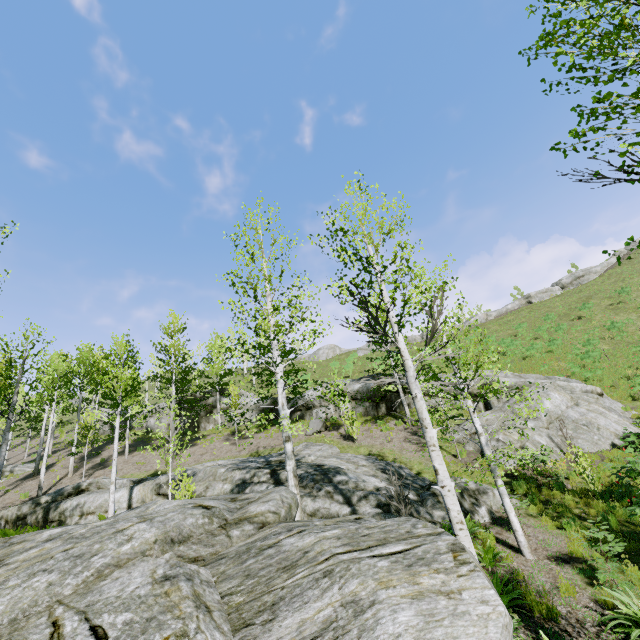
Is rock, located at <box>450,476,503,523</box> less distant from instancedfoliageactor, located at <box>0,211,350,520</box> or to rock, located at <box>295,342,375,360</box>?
instancedfoliageactor, located at <box>0,211,350,520</box>

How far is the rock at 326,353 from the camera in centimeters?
4875cm

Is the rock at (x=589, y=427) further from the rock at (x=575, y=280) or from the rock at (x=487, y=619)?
the rock at (x=575, y=280)

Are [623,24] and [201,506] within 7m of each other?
no

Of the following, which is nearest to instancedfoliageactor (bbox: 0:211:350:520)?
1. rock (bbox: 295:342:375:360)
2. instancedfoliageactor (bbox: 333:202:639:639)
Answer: instancedfoliageactor (bbox: 333:202:639:639)

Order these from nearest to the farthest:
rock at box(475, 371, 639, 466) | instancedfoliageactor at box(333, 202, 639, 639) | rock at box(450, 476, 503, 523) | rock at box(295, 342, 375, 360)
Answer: instancedfoliageactor at box(333, 202, 639, 639)
rock at box(450, 476, 503, 523)
rock at box(475, 371, 639, 466)
rock at box(295, 342, 375, 360)

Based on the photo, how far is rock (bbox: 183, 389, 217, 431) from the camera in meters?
28.6

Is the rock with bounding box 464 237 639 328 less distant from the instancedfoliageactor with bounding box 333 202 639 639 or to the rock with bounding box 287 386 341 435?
the rock with bounding box 287 386 341 435
